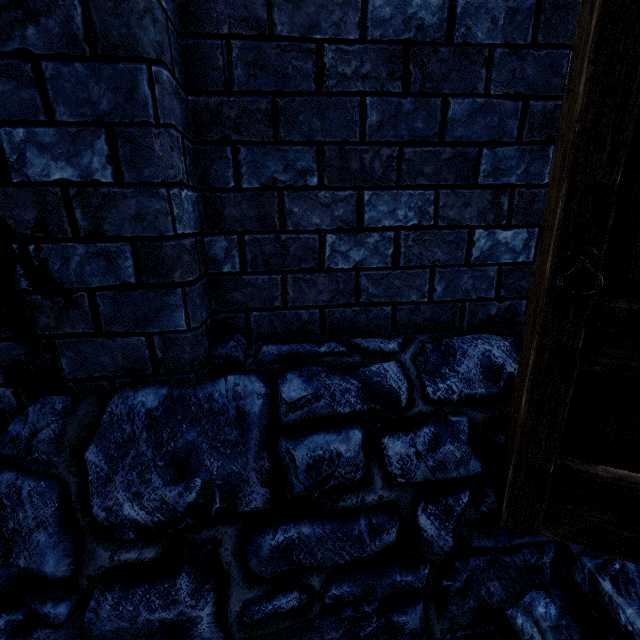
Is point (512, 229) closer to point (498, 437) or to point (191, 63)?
point (498, 437)

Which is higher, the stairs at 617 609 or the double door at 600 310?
the double door at 600 310

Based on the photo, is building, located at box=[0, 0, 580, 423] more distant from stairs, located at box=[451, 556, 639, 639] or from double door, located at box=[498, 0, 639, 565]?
stairs, located at box=[451, 556, 639, 639]

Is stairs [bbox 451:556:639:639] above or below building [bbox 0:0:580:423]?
below

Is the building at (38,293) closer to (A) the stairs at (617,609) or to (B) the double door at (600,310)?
(B) the double door at (600,310)

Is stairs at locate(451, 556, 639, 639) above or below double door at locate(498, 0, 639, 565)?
below

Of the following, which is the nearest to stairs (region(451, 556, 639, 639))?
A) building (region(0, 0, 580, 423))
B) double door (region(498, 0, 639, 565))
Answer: double door (region(498, 0, 639, 565))
